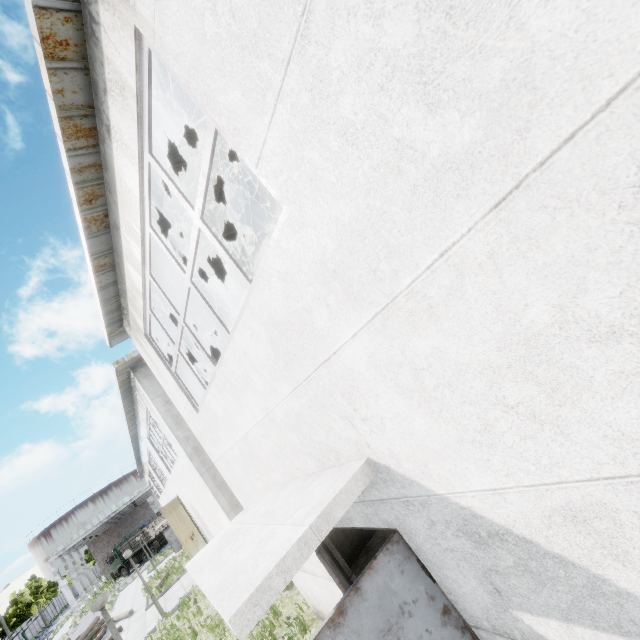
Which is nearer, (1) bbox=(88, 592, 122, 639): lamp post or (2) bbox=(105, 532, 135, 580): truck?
(1) bbox=(88, 592, 122, 639): lamp post

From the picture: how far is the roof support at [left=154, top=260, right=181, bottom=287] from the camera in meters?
6.8 m

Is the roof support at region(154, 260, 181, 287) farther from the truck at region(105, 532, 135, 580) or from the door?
the truck at region(105, 532, 135, 580)

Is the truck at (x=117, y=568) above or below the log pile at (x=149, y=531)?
below

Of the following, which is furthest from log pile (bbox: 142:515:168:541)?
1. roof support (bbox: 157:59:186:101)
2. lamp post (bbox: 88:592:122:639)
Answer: roof support (bbox: 157:59:186:101)

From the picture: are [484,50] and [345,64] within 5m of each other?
yes

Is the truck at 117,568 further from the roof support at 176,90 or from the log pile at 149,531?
the roof support at 176,90
